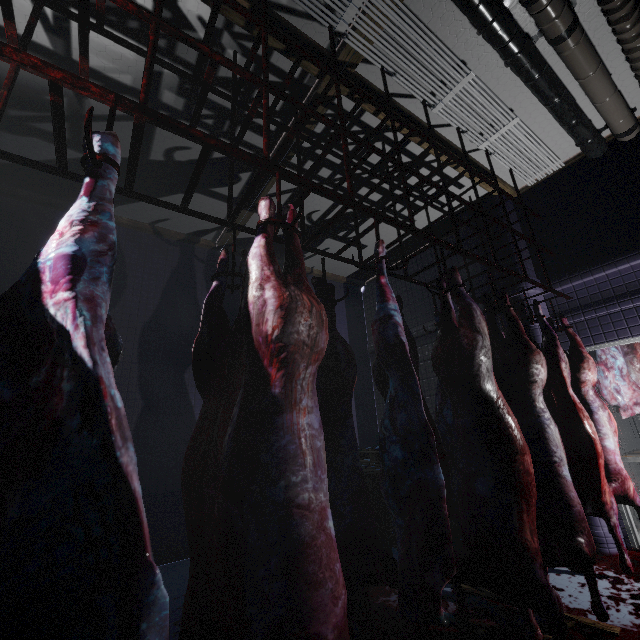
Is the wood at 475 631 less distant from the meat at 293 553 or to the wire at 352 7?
the meat at 293 553

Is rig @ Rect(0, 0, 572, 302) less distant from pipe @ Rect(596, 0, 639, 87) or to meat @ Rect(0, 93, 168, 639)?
meat @ Rect(0, 93, 168, 639)

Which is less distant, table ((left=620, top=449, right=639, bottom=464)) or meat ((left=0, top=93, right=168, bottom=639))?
meat ((left=0, top=93, right=168, bottom=639))

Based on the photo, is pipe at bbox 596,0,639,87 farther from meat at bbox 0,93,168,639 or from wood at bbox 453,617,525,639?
wood at bbox 453,617,525,639

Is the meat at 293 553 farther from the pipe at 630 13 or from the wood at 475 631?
the pipe at 630 13

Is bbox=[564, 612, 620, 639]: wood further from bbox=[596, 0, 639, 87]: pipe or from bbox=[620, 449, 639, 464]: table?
bbox=[596, 0, 639, 87]: pipe

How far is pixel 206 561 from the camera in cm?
132

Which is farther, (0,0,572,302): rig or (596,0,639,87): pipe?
(596,0,639,87): pipe
